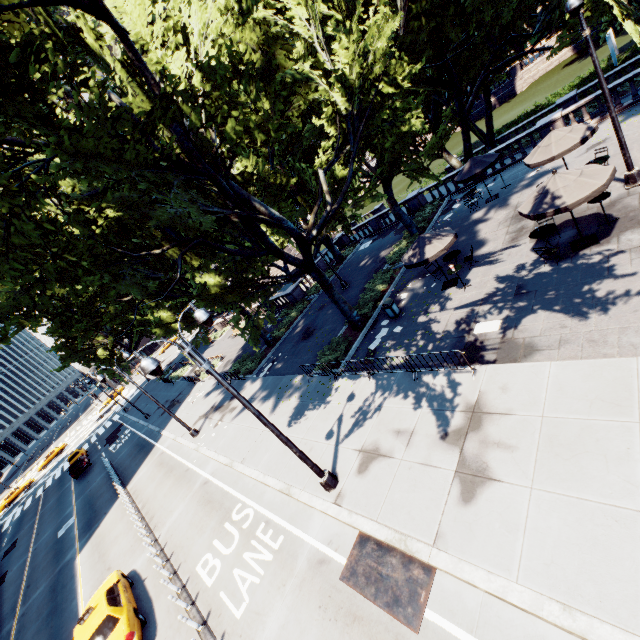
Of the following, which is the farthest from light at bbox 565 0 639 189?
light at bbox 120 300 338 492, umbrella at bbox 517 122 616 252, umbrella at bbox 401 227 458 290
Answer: light at bbox 120 300 338 492

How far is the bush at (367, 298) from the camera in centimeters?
Result: 1925cm

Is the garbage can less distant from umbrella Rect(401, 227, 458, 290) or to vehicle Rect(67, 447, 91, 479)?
umbrella Rect(401, 227, 458, 290)

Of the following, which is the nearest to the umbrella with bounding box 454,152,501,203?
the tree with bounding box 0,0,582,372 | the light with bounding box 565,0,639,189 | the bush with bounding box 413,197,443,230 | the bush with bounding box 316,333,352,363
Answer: the tree with bounding box 0,0,582,372

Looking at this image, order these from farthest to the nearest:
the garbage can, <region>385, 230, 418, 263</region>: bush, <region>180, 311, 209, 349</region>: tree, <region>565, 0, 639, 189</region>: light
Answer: <region>180, 311, 209, 349</region>: tree, <region>385, 230, 418, 263</region>: bush, the garbage can, <region>565, 0, 639, 189</region>: light

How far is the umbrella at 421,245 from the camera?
14.25m

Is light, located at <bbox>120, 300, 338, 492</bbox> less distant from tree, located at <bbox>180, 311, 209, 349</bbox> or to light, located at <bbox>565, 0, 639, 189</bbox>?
tree, located at <bbox>180, 311, 209, 349</bbox>

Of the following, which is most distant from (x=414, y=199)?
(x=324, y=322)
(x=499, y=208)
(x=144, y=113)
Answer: (x=144, y=113)
